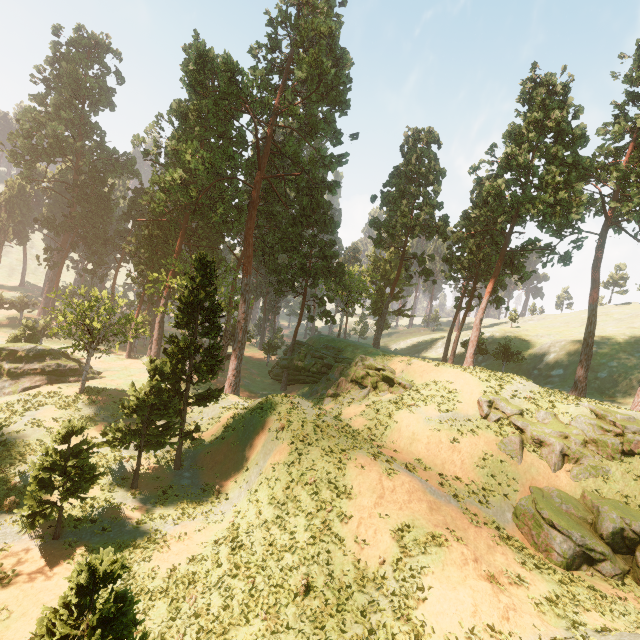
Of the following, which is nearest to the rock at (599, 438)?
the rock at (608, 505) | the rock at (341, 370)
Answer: the rock at (608, 505)

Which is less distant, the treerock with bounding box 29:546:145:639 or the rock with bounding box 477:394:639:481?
the treerock with bounding box 29:546:145:639

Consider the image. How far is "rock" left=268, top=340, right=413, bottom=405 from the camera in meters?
31.6

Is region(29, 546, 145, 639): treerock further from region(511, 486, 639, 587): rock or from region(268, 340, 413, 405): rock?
region(511, 486, 639, 587): rock

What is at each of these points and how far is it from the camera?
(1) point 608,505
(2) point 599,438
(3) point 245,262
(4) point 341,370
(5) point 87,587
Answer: (1) rock, 18.0m
(2) rock, 21.5m
(3) treerock, 36.1m
(4) rock, 40.1m
(5) treerock, 8.7m

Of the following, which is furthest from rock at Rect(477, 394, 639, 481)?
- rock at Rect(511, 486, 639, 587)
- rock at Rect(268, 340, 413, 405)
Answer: rock at Rect(268, 340, 413, 405)

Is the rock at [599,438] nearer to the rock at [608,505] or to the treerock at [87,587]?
the rock at [608,505]

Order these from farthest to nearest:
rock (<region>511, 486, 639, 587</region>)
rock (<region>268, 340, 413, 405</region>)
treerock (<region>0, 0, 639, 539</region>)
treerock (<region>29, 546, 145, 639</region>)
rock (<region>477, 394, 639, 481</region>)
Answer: rock (<region>268, 340, 413, 405</region>), treerock (<region>0, 0, 639, 539</region>), rock (<region>477, 394, 639, 481</region>), rock (<region>511, 486, 639, 587</region>), treerock (<region>29, 546, 145, 639</region>)
